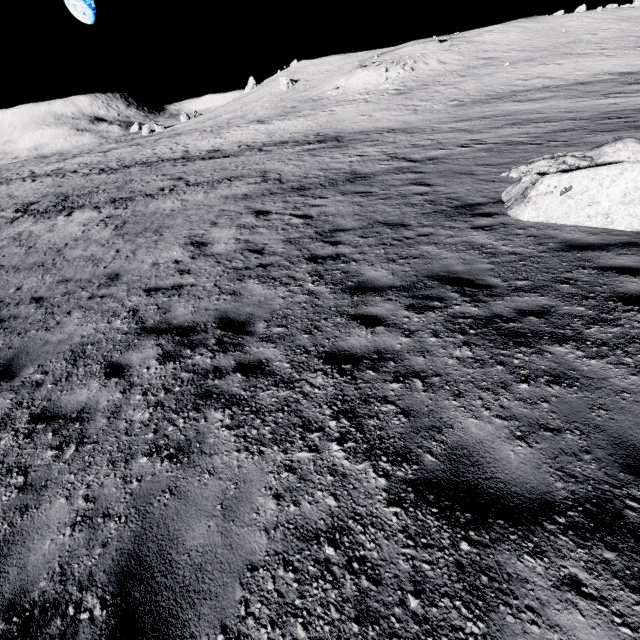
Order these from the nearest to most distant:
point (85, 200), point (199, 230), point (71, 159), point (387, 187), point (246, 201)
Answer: point (199, 230) < point (387, 187) < point (246, 201) < point (85, 200) < point (71, 159)
